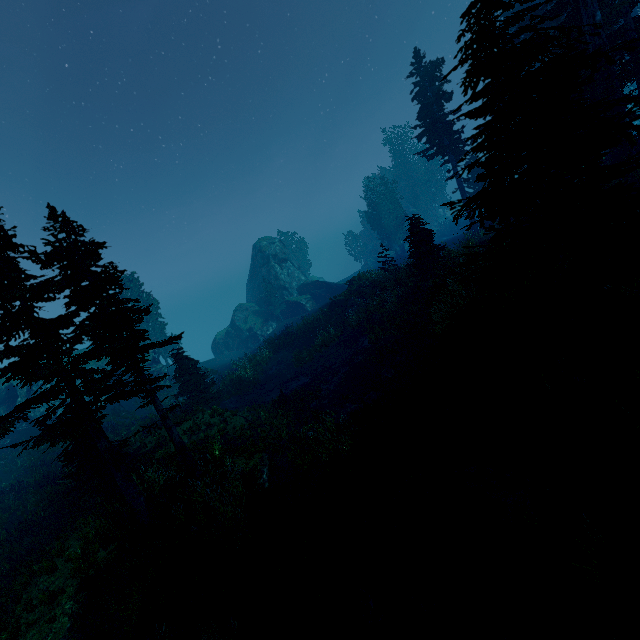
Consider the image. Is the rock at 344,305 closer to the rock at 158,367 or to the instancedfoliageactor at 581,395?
the instancedfoliageactor at 581,395

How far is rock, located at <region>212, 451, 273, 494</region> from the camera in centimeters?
1159cm

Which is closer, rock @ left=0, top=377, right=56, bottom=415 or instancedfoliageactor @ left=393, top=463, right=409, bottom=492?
instancedfoliageactor @ left=393, top=463, right=409, bottom=492

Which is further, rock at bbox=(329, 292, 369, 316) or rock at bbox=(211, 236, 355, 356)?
rock at bbox=(211, 236, 355, 356)

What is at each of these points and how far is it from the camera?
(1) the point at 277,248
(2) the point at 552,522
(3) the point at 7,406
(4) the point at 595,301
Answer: (1) rock, 52.4 meters
(2) instancedfoliageactor, 5.9 meters
(3) rock, 29.6 meters
(4) rock, 7.0 meters

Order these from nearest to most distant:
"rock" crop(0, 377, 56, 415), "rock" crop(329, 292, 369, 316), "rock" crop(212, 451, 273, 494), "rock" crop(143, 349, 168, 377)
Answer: "rock" crop(212, 451, 273, 494) → "rock" crop(329, 292, 369, 316) → "rock" crop(0, 377, 56, 415) → "rock" crop(143, 349, 168, 377)

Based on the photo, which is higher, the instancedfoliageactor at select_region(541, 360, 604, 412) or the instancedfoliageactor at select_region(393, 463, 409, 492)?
the instancedfoliageactor at select_region(541, 360, 604, 412)

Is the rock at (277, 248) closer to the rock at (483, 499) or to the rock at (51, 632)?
the rock at (51, 632)
